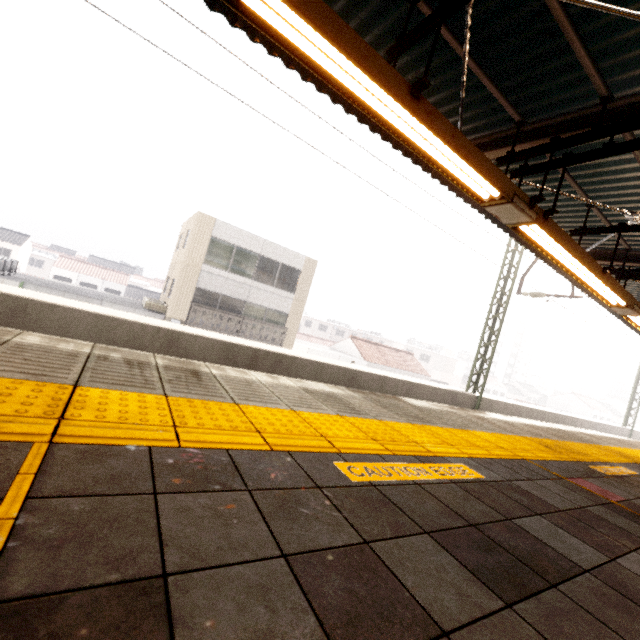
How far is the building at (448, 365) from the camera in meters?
55.8

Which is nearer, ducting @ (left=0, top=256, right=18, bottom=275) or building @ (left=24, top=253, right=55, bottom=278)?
ducting @ (left=0, top=256, right=18, bottom=275)

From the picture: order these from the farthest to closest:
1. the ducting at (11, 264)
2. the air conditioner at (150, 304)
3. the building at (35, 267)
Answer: the building at (35, 267) < the air conditioner at (150, 304) < the ducting at (11, 264)

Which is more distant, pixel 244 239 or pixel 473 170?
pixel 244 239

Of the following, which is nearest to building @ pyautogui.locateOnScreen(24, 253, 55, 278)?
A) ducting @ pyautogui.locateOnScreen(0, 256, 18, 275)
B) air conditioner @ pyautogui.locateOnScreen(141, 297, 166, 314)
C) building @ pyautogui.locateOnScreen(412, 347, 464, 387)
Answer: ducting @ pyautogui.locateOnScreen(0, 256, 18, 275)

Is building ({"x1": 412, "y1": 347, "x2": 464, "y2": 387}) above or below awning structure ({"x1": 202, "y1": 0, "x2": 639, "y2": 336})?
below

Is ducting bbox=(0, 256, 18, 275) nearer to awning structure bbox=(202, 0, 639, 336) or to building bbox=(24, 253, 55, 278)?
awning structure bbox=(202, 0, 639, 336)

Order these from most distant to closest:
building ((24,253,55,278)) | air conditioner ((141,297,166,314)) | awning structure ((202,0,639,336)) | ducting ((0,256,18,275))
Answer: building ((24,253,55,278)) < air conditioner ((141,297,166,314)) < ducting ((0,256,18,275)) < awning structure ((202,0,639,336))
